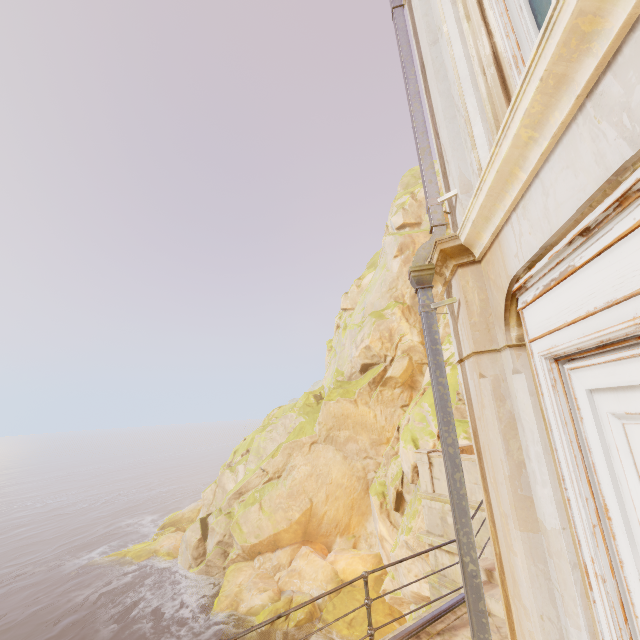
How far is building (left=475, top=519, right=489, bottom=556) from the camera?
7.6 meters

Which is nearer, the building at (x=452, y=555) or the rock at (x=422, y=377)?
the building at (x=452, y=555)

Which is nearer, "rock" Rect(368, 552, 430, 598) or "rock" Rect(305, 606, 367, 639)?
"rock" Rect(368, 552, 430, 598)

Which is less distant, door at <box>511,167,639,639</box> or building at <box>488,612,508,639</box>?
door at <box>511,167,639,639</box>

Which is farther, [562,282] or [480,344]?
[480,344]

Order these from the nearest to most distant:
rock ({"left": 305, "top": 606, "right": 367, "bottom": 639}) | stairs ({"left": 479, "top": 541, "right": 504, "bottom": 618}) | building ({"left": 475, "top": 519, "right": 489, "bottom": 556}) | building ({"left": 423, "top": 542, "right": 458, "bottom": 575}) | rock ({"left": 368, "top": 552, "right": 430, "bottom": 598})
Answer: stairs ({"left": 479, "top": 541, "right": 504, "bottom": 618}), building ({"left": 475, "top": 519, "right": 489, "bottom": 556}), building ({"left": 423, "top": 542, "right": 458, "bottom": 575}), rock ({"left": 368, "top": 552, "right": 430, "bottom": 598}), rock ({"left": 305, "top": 606, "right": 367, "bottom": 639})

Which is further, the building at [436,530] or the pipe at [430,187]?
the building at [436,530]
